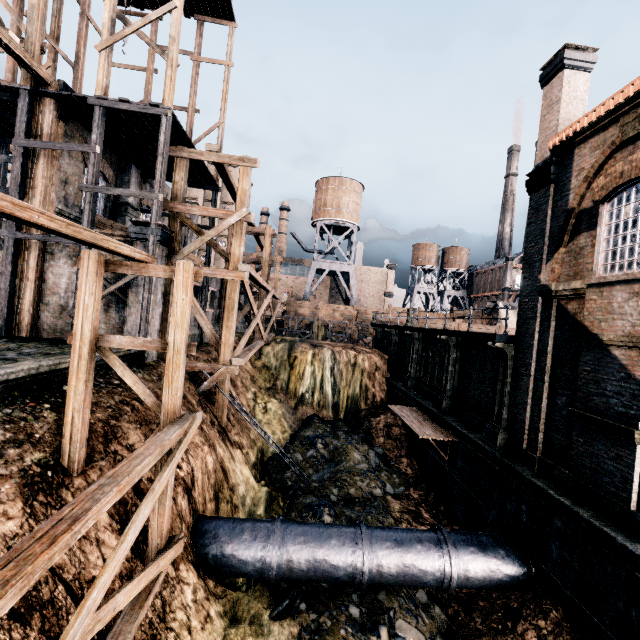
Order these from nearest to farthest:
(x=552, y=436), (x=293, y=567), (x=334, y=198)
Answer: (x=293, y=567), (x=552, y=436), (x=334, y=198)

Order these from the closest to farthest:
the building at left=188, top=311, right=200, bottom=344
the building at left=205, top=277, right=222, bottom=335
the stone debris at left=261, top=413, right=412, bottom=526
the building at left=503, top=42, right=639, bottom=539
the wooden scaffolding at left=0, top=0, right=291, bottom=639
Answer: the wooden scaffolding at left=0, top=0, right=291, bottom=639 → the building at left=503, top=42, right=639, bottom=539 → the stone debris at left=261, top=413, right=412, bottom=526 → the building at left=188, top=311, right=200, bottom=344 → the building at left=205, top=277, right=222, bottom=335

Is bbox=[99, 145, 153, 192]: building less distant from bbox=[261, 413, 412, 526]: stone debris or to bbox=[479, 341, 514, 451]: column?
bbox=[479, 341, 514, 451]: column

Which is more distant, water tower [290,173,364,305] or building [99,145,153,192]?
water tower [290,173,364,305]

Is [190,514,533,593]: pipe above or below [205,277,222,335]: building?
below

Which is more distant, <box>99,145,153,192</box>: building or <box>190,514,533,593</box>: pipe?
<box>99,145,153,192</box>: building

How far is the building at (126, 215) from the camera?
14.4 meters
